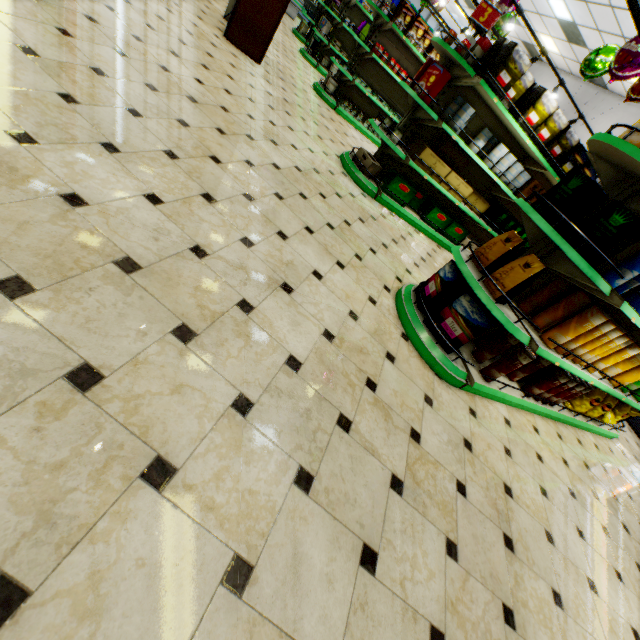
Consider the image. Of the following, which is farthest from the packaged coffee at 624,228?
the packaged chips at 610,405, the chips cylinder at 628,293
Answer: the packaged chips at 610,405

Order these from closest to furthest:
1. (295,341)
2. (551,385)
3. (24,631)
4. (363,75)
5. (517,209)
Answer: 1. (24,631)
2. (295,341)
3. (551,385)
4. (517,209)
5. (363,75)

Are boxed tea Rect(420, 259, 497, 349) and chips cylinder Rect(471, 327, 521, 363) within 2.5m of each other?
yes

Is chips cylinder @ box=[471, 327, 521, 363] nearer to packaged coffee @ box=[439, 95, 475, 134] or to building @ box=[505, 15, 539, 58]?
building @ box=[505, 15, 539, 58]

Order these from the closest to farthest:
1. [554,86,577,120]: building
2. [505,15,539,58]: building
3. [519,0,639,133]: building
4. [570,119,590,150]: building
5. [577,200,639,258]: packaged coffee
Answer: [577,200,639,258]: packaged coffee → [519,0,639,133]: building → [570,119,590,150]: building → [554,86,577,120]: building → [505,15,539,58]: building

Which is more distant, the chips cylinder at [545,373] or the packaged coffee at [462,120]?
the packaged coffee at [462,120]

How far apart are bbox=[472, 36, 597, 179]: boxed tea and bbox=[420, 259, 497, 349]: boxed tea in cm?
305

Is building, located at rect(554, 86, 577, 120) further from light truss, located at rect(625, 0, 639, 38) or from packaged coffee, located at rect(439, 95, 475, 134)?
packaged coffee, located at rect(439, 95, 475, 134)
